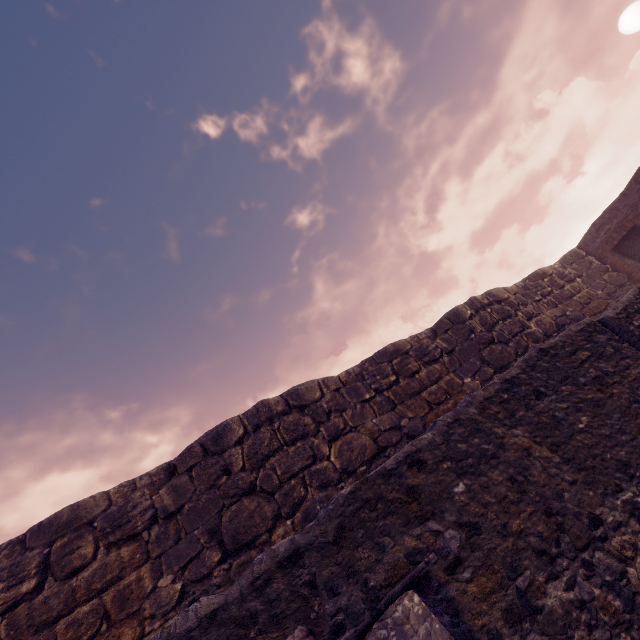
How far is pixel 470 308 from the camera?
10.8 meters
